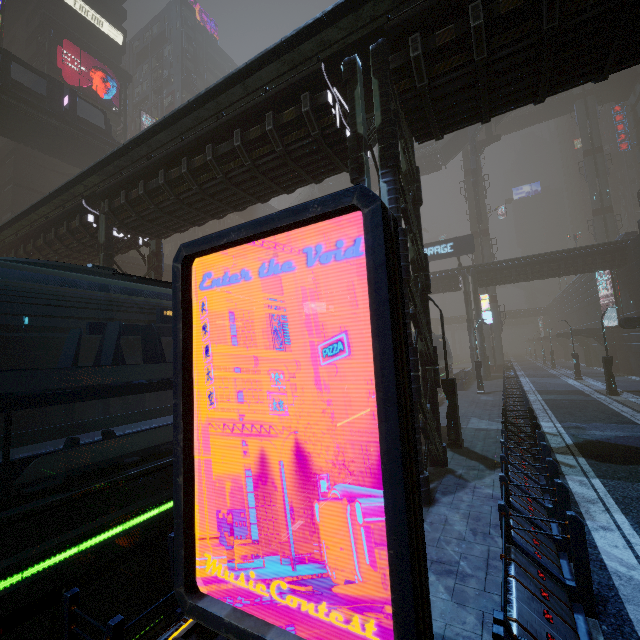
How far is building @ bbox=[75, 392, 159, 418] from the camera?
14.4 meters

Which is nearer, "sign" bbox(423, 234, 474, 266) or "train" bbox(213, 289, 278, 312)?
"train" bbox(213, 289, 278, 312)

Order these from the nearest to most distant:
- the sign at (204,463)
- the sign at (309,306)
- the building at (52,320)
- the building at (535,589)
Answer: the sign at (204,463)
the building at (535,589)
the building at (52,320)
the sign at (309,306)

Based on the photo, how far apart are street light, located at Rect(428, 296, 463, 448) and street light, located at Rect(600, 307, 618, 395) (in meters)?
15.71

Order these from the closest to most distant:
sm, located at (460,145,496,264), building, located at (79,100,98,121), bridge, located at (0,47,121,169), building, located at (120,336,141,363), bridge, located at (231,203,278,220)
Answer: building, located at (120,336,141,363) < bridge, located at (0,47,121,169) < building, located at (79,100,98,121) < sm, located at (460,145,496,264) < bridge, located at (231,203,278,220)

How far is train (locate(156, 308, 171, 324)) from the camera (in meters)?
5.10

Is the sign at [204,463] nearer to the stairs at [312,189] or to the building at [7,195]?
the building at [7,195]

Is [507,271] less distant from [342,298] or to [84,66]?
[342,298]
